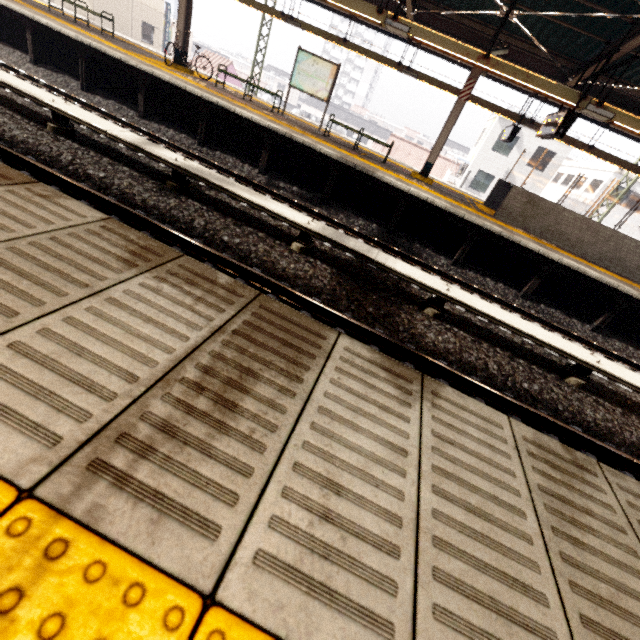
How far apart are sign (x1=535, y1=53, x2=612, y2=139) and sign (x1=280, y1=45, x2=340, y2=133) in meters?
6.4 m

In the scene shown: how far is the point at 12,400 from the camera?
0.9 meters

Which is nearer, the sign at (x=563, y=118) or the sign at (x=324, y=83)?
the sign at (x=563, y=118)

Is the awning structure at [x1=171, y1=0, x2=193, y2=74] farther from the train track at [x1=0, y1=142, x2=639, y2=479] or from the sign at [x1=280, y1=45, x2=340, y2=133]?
the train track at [x1=0, y1=142, x2=639, y2=479]

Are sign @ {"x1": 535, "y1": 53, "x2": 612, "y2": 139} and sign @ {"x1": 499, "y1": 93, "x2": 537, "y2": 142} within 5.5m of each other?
yes

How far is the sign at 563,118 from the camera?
6.71m

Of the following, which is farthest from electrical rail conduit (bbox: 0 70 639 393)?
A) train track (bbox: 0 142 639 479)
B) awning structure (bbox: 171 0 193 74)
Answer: awning structure (bbox: 171 0 193 74)

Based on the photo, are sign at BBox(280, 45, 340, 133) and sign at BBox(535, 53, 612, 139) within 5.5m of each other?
no
